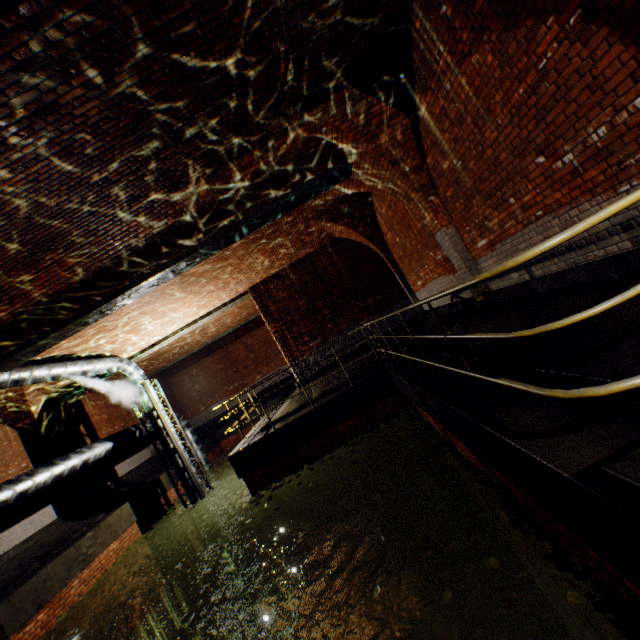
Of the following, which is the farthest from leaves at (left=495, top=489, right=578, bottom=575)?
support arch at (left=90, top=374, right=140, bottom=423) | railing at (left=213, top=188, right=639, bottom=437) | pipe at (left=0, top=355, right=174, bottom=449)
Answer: support arch at (left=90, top=374, right=140, bottom=423)

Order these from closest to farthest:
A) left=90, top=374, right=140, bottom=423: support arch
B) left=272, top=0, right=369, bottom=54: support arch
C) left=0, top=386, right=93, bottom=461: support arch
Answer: left=272, top=0, right=369, bottom=54: support arch → left=0, top=386, right=93, bottom=461: support arch → left=90, top=374, right=140, bottom=423: support arch

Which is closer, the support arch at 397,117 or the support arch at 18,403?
the support arch at 397,117

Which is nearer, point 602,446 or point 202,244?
point 602,446

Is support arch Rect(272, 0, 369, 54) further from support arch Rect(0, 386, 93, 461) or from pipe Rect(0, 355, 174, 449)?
support arch Rect(0, 386, 93, 461)

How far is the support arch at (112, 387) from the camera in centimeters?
1502cm

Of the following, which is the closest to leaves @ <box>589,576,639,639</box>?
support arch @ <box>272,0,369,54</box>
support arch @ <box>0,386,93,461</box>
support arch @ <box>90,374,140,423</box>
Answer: support arch @ <box>272,0,369,54</box>

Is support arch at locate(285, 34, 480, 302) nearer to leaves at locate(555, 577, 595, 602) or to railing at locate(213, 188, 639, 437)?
railing at locate(213, 188, 639, 437)
